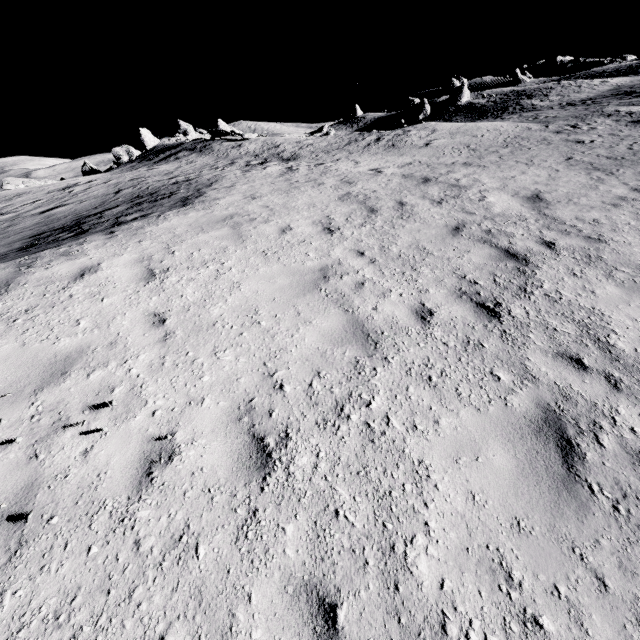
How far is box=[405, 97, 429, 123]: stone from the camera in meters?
53.1

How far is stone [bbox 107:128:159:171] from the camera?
38.29m

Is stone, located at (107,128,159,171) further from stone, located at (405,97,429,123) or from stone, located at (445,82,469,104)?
stone, located at (445,82,469,104)

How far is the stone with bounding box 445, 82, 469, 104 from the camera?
52.03m

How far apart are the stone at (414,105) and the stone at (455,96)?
3.8 meters

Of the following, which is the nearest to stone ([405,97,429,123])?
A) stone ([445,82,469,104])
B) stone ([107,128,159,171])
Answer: stone ([445,82,469,104])

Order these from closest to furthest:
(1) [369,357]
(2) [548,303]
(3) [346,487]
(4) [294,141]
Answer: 1. (3) [346,487]
2. (1) [369,357]
3. (2) [548,303]
4. (4) [294,141]

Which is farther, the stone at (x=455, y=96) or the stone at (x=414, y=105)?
the stone at (x=414, y=105)
